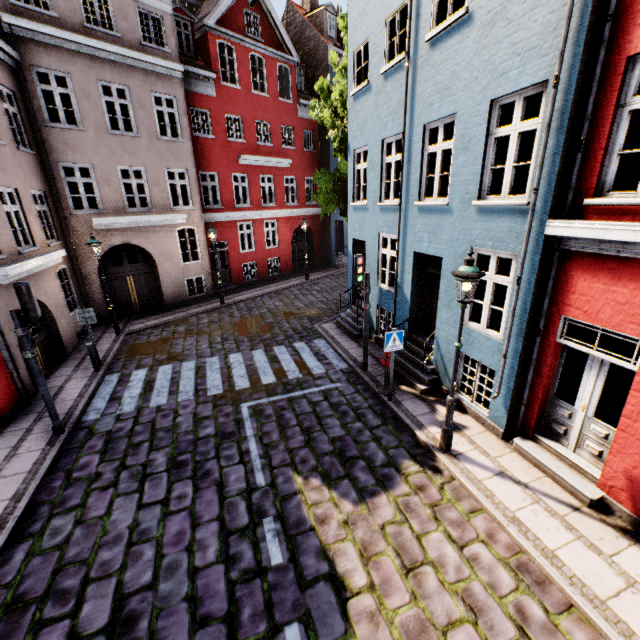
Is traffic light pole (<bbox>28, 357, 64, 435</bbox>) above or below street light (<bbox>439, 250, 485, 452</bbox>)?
below

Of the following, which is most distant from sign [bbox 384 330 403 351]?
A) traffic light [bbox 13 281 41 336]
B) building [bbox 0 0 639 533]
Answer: traffic light [bbox 13 281 41 336]

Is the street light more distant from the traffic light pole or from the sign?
the traffic light pole

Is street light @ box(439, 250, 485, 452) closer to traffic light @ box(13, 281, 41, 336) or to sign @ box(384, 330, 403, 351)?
sign @ box(384, 330, 403, 351)

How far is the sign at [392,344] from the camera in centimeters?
748cm

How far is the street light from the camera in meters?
5.2

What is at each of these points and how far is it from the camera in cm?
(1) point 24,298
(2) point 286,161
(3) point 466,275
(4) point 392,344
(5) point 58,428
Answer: (1) traffic light, 630
(2) building, 2031
(3) street light, 511
(4) sign, 759
(5) traffic light pole, 727

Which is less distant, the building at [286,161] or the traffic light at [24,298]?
the building at [286,161]
